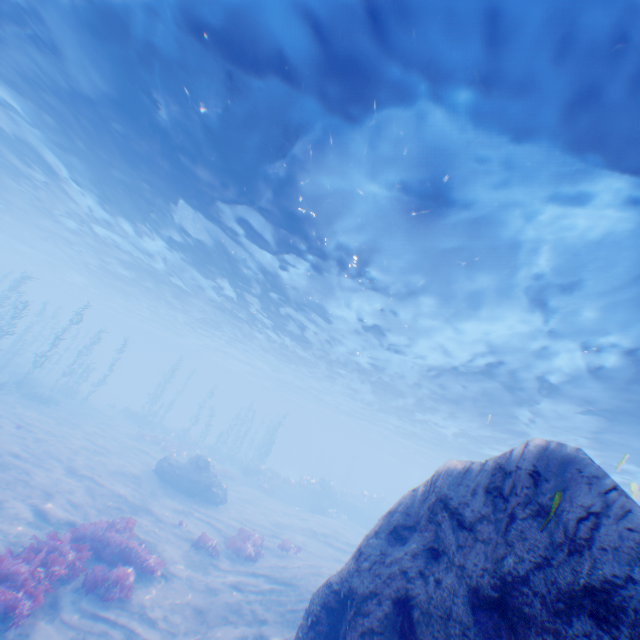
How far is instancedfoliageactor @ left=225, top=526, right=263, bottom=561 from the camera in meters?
14.6 m

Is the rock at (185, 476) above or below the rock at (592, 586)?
below

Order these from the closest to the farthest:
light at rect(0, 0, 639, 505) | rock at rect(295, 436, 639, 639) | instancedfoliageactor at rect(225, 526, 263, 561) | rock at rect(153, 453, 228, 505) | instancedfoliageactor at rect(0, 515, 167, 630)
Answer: rock at rect(295, 436, 639, 639), light at rect(0, 0, 639, 505), instancedfoliageactor at rect(0, 515, 167, 630), instancedfoliageactor at rect(225, 526, 263, 561), rock at rect(153, 453, 228, 505)

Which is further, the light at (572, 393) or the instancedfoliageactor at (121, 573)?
the instancedfoliageactor at (121, 573)

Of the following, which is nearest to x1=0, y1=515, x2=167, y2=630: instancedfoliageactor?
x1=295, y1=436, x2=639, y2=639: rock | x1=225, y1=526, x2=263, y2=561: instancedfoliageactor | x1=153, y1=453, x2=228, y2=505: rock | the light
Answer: x1=295, y1=436, x2=639, y2=639: rock

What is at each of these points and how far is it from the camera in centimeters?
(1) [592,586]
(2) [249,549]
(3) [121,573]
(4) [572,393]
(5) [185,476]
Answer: (1) rock, 283cm
(2) instancedfoliageactor, 1491cm
(3) instancedfoliageactor, 891cm
(4) light, 1470cm
(5) rock, 2066cm

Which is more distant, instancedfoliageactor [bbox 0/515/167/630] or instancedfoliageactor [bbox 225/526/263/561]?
instancedfoliageactor [bbox 225/526/263/561]

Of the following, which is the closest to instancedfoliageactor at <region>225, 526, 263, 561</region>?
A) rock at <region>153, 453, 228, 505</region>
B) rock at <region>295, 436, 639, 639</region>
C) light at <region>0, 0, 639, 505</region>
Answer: rock at <region>153, 453, 228, 505</region>
